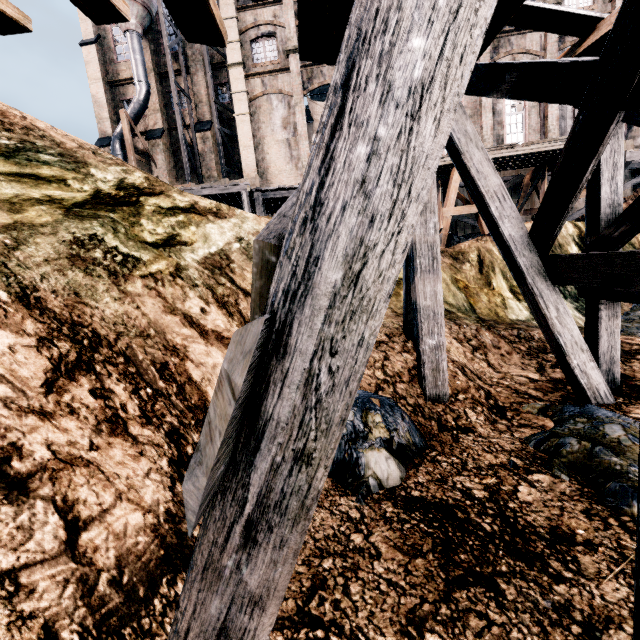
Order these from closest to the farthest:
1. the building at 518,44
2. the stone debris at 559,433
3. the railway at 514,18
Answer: the stone debris at 559,433 < the railway at 514,18 < the building at 518,44

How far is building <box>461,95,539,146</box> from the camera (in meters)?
23.52

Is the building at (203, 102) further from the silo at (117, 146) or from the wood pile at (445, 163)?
the wood pile at (445, 163)

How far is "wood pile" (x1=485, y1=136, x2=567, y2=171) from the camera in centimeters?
1512cm

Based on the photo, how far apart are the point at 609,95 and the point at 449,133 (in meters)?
3.31

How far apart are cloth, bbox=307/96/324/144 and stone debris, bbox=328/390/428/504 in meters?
23.2

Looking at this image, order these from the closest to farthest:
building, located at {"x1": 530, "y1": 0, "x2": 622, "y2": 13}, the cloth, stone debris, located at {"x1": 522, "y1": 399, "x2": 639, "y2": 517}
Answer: stone debris, located at {"x1": 522, "y1": 399, "x2": 639, "y2": 517}, building, located at {"x1": 530, "y1": 0, "x2": 622, "y2": 13}, the cloth

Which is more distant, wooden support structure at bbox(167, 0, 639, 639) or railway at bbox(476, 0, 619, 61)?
railway at bbox(476, 0, 619, 61)
